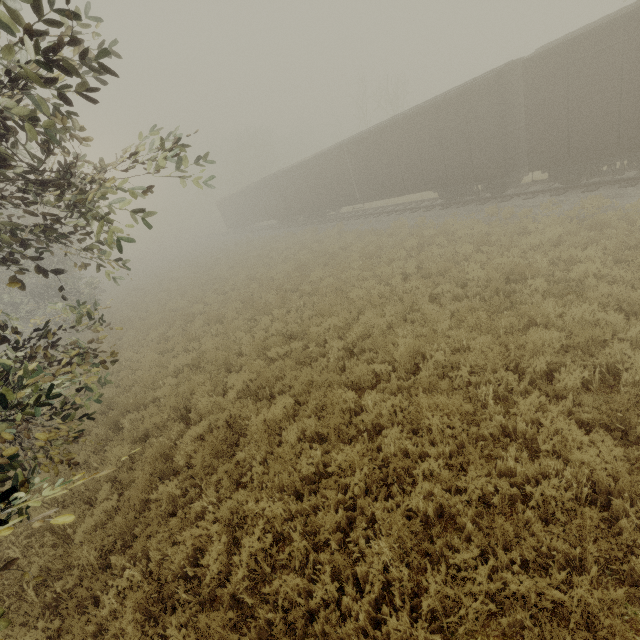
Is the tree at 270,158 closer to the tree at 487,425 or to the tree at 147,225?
the tree at 147,225

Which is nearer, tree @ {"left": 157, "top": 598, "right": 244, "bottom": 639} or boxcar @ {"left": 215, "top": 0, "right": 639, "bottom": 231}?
tree @ {"left": 157, "top": 598, "right": 244, "bottom": 639}

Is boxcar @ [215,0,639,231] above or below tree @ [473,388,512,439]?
above

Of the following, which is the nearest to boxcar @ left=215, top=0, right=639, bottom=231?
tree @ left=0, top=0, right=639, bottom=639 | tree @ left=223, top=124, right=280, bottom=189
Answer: tree @ left=223, top=124, right=280, bottom=189

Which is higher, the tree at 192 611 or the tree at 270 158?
the tree at 270 158

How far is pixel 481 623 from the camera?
3.19m

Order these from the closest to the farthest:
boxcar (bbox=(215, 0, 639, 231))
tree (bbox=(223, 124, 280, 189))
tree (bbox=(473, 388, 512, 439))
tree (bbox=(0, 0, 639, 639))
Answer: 1. tree (bbox=(0, 0, 639, 639))
2. tree (bbox=(473, 388, 512, 439))
3. boxcar (bbox=(215, 0, 639, 231))
4. tree (bbox=(223, 124, 280, 189))

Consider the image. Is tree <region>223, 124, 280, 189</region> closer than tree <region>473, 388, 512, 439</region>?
No
